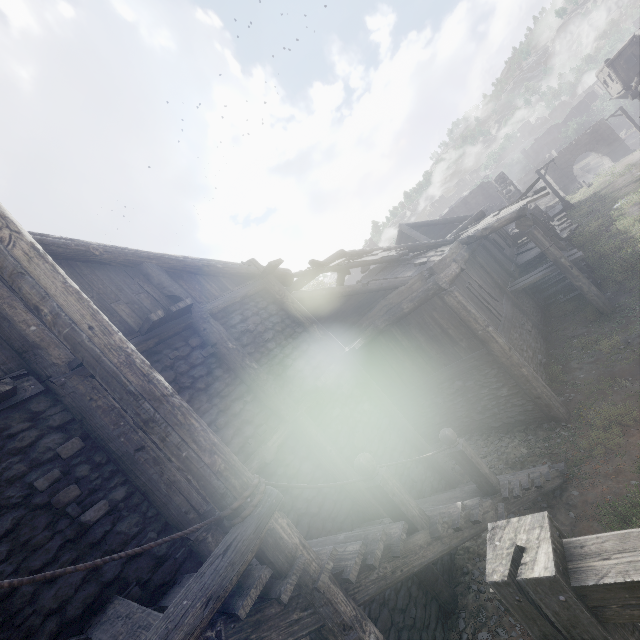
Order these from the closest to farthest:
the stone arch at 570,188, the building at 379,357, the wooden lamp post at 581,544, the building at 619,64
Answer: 1. the wooden lamp post at 581,544
2. the building at 379,357
3. the building at 619,64
4. the stone arch at 570,188

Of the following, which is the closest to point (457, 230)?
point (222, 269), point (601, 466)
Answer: point (601, 466)

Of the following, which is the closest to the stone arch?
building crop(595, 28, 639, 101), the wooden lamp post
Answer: building crop(595, 28, 639, 101)

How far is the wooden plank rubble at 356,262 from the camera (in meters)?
10.95

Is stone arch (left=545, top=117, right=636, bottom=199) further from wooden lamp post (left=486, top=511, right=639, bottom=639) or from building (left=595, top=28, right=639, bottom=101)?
wooden lamp post (left=486, top=511, right=639, bottom=639)

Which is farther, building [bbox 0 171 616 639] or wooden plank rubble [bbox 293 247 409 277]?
wooden plank rubble [bbox 293 247 409 277]

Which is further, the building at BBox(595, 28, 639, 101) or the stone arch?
the stone arch

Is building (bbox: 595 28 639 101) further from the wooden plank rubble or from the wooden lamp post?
the wooden lamp post
